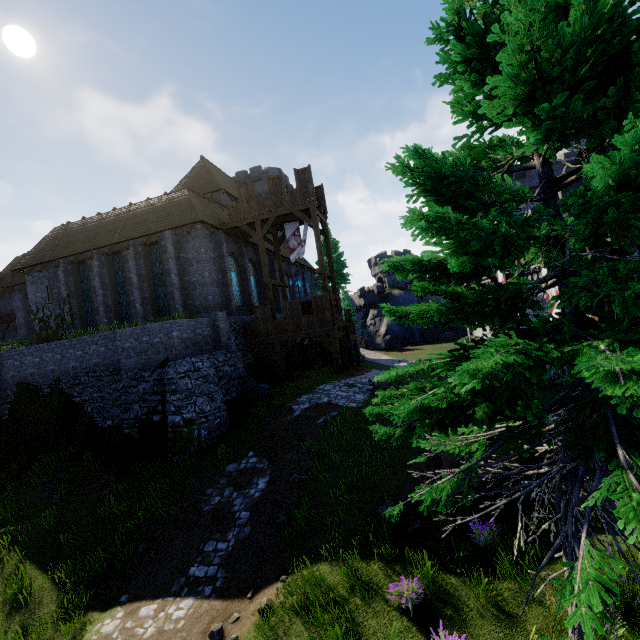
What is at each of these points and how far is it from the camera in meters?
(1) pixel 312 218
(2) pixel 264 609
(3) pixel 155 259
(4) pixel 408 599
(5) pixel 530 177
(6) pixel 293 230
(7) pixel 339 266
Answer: (1) walkway, 20.1 m
(2) instancedfoliageactor, 6.7 m
(3) window glass, 20.8 m
(4) instancedfoliageactor, 6.1 m
(5) building tower, 44.4 m
(6) flag, 22.8 m
(7) tree, 42.7 m

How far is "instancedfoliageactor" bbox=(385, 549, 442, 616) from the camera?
6.2 meters

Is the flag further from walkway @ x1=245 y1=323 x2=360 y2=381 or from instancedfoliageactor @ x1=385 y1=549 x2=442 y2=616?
instancedfoliageactor @ x1=385 y1=549 x2=442 y2=616

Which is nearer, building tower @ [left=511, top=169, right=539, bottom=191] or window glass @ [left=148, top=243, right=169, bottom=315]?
window glass @ [left=148, top=243, right=169, bottom=315]

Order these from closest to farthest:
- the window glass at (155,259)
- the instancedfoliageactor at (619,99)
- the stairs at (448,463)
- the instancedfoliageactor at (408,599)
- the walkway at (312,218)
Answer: the instancedfoliageactor at (619,99) → the instancedfoliageactor at (408,599) → the stairs at (448,463) → the walkway at (312,218) → the window glass at (155,259)

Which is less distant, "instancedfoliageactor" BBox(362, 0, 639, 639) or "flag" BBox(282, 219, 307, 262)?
"instancedfoliageactor" BBox(362, 0, 639, 639)

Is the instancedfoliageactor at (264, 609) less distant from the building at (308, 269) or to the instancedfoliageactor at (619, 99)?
the instancedfoliageactor at (619, 99)

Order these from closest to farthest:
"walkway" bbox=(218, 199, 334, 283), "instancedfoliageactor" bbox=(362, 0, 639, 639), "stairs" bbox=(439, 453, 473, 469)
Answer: "instancedfoliageactor" bbox=(362, 0, 639, 639) < "stairs" bbox=(439, 453, 473, 469) < "walkway" bbox=(218, 199, 334, 283)
